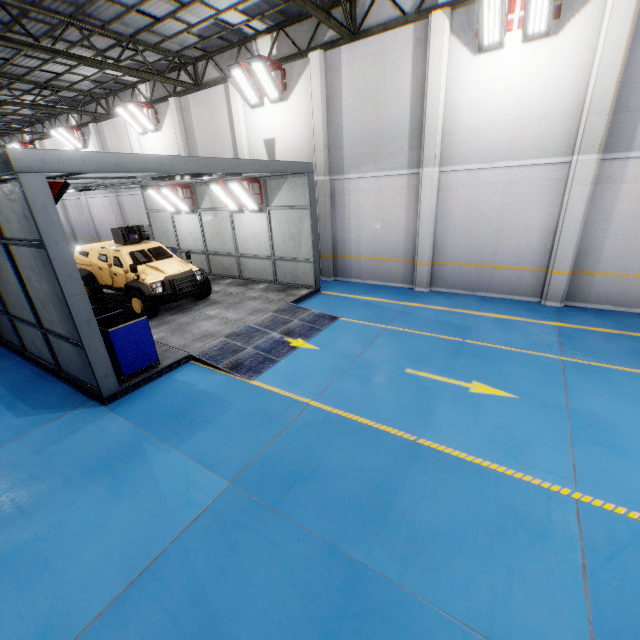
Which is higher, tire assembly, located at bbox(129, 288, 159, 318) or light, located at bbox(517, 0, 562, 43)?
light, located at bbox(517, 0, 562, 43)

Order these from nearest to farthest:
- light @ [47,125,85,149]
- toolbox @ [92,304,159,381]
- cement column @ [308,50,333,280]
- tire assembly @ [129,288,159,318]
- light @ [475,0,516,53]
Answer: toolbox @ [92,304,159,381] < light @ [475,0,516,53] < tire assembly @ [129,288,159,318] < cement column @ [308,50,333,280] < light @ [47,125,85,149]

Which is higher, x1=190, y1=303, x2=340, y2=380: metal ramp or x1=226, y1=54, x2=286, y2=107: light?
x1=226, y1=54, x2=286, y2=107: light

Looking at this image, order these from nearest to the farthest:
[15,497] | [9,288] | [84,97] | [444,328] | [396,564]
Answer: [396,564] → [15,497] → [9,288] → [444,328] → [84,97]

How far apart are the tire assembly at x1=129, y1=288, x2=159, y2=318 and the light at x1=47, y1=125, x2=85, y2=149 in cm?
1690

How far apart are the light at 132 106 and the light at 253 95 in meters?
7.2

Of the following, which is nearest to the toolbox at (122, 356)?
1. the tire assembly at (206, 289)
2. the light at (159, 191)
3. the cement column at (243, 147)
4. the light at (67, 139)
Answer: the tire assembly at (206, 289)

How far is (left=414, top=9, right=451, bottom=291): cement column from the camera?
9.0 meters
